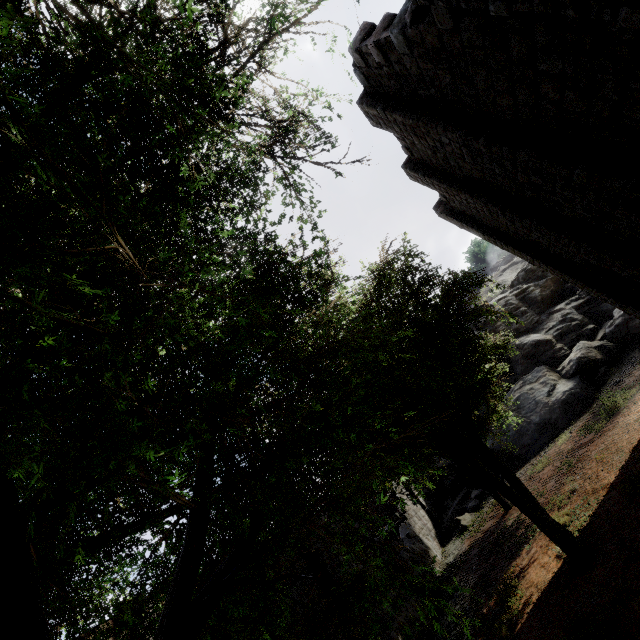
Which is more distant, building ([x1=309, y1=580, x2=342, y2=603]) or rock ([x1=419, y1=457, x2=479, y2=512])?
rock ([x1=419, y1=457, x2=479, y2=512])

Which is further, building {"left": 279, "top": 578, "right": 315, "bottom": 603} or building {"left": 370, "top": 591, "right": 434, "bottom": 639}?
building {"left": 370, "top": 591, "right": 434, "bottom": 639}

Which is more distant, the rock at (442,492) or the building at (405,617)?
the rock at (442,492)

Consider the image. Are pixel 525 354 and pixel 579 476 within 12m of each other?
no

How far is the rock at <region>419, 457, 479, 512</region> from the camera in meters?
25.0

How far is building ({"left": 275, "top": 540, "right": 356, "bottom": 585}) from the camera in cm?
1006

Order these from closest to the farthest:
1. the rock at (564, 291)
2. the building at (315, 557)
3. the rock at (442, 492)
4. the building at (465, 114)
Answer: the building at (465, 114) → the building at (315, 557) → the rock at (564, 291) → the rock at (442, 492)
